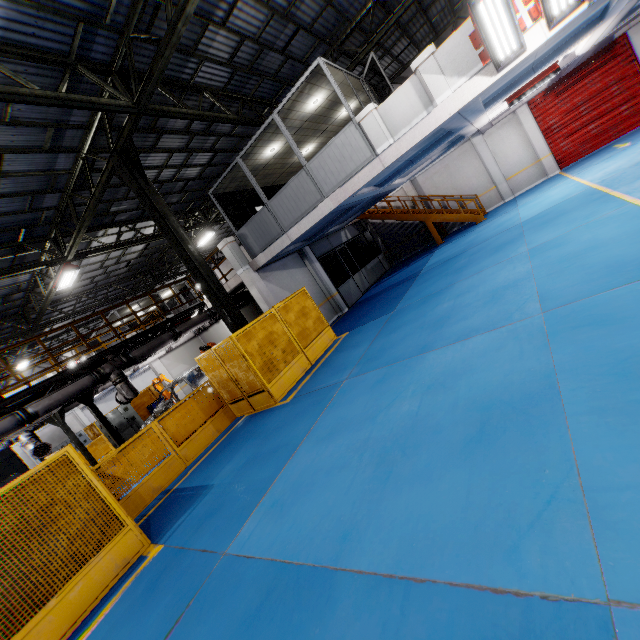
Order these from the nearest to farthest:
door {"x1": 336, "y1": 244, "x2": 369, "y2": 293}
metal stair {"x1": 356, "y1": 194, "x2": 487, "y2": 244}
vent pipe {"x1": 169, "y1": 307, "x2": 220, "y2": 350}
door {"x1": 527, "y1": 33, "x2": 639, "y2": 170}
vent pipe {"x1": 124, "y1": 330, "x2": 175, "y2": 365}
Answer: vent pipe {"x1": 124, "y1": 330, "x2": 175, "y2": 365}
vent pipe {"x1": 169, "y1": 307, "x2": 220, "y2": 350}
door {"x1": 527, "y1": 33, "x2": 639, "y2": 170}
metal stair {"x1": 356, "y1": 194, "x2": 487, "y2": 244}
door {"x1": 336, "y1": 244, "x2": 369, "y2": 293}

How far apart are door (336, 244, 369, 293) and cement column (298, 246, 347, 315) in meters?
2.0 m

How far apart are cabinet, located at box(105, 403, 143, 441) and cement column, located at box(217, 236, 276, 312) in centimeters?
1193cm

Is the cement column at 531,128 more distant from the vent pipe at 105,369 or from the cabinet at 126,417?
the cabinet at 126,417

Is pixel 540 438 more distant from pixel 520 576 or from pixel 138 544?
pixel 138 544

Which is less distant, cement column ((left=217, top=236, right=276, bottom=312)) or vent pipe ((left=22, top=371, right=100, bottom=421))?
vent pipe ((left=22, top=371, right=100, bottom=421))

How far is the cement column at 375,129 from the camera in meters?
8.5 m

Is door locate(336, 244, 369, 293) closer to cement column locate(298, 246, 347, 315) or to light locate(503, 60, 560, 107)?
cement column locate(298, 246, 347, 315)
